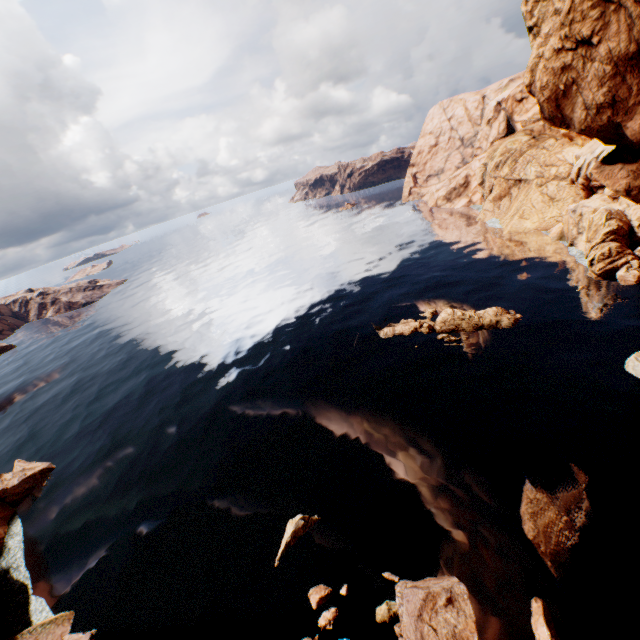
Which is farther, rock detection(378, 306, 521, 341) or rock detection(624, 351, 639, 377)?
rock detection(378, 306, 521, 341)

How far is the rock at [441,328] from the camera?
39.9 meters

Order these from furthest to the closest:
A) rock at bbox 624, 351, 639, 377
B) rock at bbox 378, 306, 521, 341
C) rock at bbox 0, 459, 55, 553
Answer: rock at bbox 378, 306, 521, 341 → rock at bbox 0, 459, 55, 553 → rock at bbox 624, 351, 639, 377

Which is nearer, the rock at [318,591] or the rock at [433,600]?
the rock at [433,600]

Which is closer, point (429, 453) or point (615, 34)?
point (615, 34)

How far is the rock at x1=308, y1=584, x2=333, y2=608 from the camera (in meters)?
20.76
